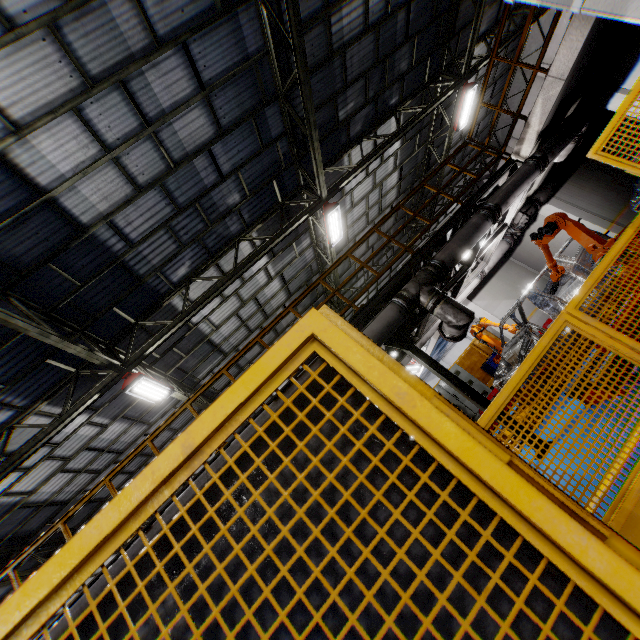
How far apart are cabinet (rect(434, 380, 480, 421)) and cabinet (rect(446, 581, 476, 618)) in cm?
1411

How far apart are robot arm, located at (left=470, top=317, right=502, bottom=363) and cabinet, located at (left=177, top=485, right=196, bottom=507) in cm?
986

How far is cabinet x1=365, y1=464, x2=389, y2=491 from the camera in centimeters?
86cm

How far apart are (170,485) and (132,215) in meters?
8.1 m

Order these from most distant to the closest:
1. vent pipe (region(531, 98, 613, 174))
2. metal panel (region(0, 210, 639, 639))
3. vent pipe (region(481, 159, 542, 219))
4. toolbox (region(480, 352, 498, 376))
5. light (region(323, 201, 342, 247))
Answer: toolbox (region(480, 352, 498, 376)) → light (region(323, 201, 342, 247)) → vent pipe (region(531, 98, 613, 174)) → vent pipe (region(481, 159, 542, 219)) → metal panel (region(0, 210, 639, 639))

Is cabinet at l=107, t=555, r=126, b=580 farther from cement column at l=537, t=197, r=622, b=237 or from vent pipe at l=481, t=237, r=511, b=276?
cement column at l=537, t=197, r=622, b=237

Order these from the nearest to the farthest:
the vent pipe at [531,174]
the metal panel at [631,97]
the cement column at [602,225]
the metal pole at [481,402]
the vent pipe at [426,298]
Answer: the metal panel at [631,97]
the metal pole at [481,402]
the vent pipe at [426,298]
the vent pipe at [531,174]
the cement column at [602,225]

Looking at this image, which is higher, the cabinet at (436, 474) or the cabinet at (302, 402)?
the cabinet at (302, 402)
